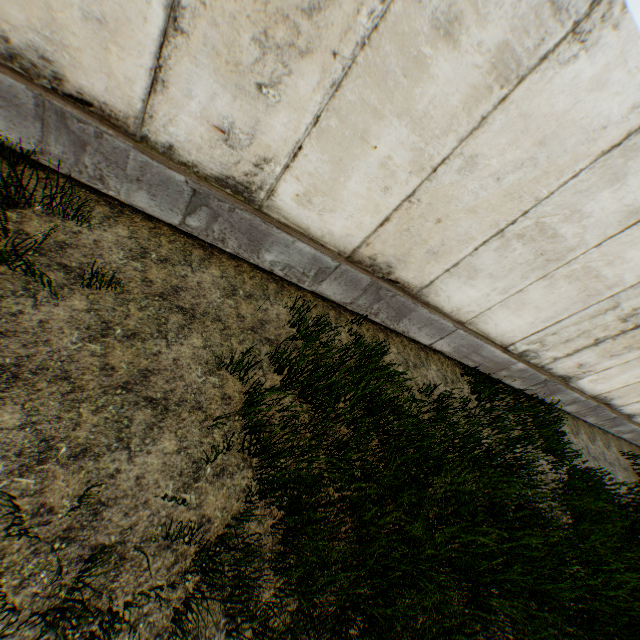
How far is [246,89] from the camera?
2.62m
